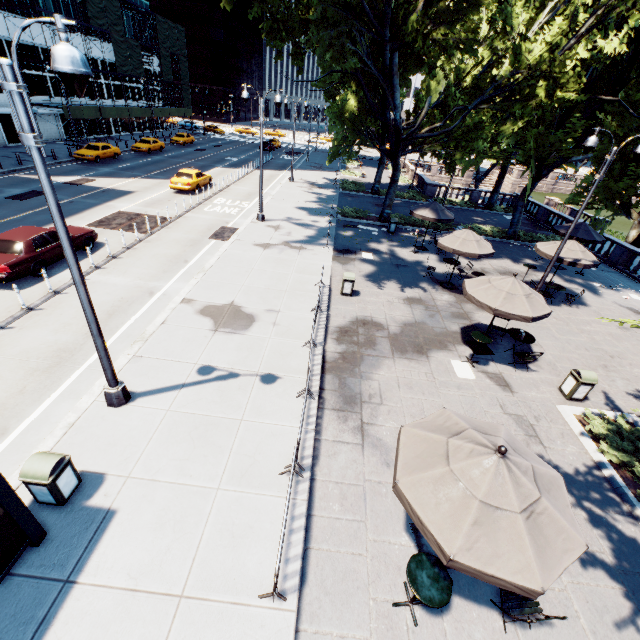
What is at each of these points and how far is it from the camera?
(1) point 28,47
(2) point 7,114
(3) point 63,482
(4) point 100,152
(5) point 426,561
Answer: (1) building, 33.4m
(2) building, 32.2m
(3) garbage can, 5.9m
(4) vehicle, 31.9m
(5) table, 5.1m

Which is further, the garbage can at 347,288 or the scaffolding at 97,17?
the scaffolding at 97,17

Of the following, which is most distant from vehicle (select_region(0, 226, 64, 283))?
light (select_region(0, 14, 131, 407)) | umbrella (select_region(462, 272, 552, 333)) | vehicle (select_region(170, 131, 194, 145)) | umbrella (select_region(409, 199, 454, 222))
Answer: vehicle (select_region(170, 131, 194, 145))

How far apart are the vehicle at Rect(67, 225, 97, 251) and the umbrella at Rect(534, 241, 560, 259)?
21.85m

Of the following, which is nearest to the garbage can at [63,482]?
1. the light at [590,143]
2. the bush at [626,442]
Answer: the bush at [626,442]

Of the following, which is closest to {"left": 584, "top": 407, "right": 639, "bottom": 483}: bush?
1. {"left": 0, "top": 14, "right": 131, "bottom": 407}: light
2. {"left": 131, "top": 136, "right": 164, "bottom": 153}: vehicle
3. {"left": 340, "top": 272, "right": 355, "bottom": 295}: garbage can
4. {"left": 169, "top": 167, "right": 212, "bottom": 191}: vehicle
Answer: {"left": 340, "top": 272, "right": 355, "bottom": 295}: garbage can

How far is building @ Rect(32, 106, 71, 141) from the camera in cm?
3506

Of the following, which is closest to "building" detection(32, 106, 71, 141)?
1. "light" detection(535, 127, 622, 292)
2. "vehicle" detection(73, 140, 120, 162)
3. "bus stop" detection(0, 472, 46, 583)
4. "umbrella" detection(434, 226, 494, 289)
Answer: "vehicle" detection(73, 140, 120, 162)
